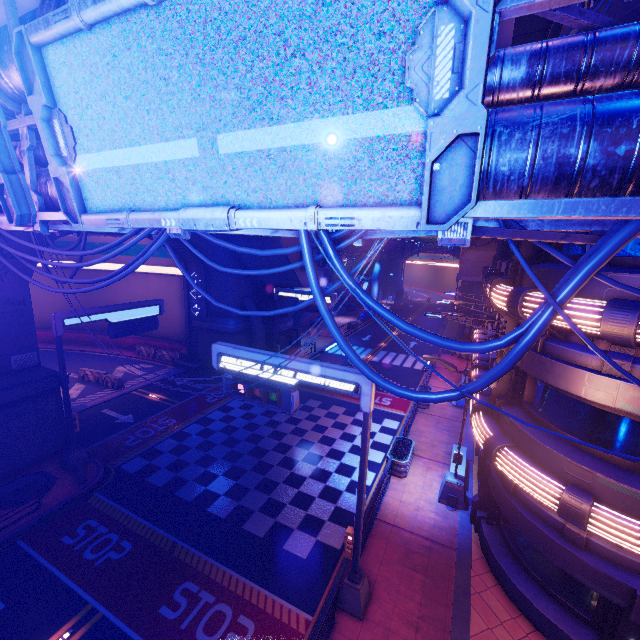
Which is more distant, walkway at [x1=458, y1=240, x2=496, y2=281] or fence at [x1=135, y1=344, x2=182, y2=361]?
walkway at [x1=458, y1=240, x2=496, y2=281]

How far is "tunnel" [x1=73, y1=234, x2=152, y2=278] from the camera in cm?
2783

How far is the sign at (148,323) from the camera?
15.2m

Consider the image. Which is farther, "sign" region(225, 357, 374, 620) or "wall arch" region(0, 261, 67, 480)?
"wall arch" region(0, 261, 67, 480)

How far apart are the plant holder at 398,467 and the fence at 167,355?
20.5 meters

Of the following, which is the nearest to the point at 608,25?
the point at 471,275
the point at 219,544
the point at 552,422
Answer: the point at 552,422

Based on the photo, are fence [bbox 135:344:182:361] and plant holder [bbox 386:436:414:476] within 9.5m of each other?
no
